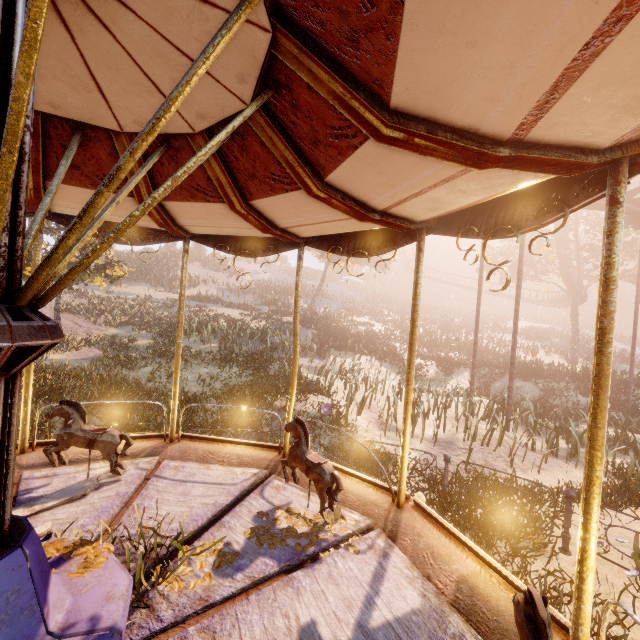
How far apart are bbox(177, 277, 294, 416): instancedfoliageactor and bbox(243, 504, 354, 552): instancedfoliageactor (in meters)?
Result: 15.45

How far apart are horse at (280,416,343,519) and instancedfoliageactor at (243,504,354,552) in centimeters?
1cm

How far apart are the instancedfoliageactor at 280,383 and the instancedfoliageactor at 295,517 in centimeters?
1545cm

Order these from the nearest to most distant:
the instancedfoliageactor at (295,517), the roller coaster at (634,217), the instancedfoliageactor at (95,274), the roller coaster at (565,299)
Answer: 1. the instancedfoliageactor at (295,517)
2. the instancedfoliageactor at (95,274)
3. the roller coaster at (634,217)
4. the roller coaster at (565,299)

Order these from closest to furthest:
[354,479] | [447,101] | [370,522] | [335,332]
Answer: [447,101] → [370,522] → [354,479] → [335,332]

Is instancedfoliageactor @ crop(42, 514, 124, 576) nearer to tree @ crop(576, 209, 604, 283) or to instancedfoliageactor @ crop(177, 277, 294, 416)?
instancedfoliageactor @ crop(177, 277, 294, 416)

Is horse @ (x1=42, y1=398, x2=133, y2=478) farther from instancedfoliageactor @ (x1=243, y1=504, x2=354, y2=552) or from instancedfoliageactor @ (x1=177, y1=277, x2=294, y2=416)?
instancedfoliageactor @ (x1=177, y1=277, x2=294, y2=416)

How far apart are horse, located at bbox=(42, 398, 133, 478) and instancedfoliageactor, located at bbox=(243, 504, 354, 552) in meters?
1.9 m
